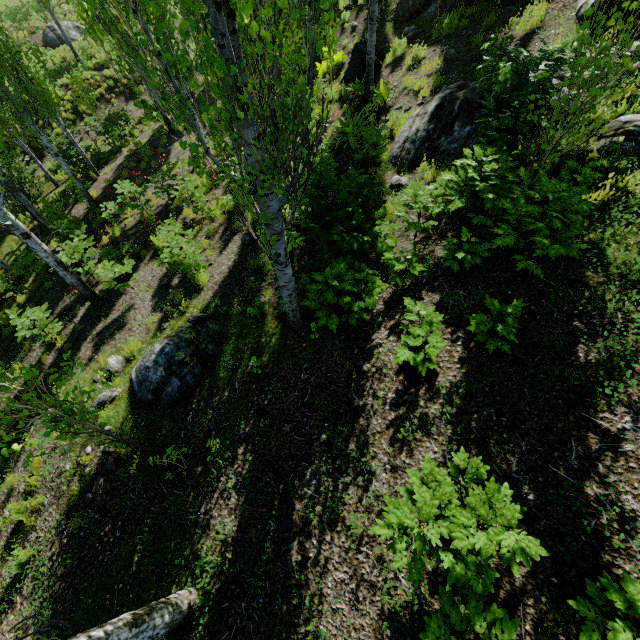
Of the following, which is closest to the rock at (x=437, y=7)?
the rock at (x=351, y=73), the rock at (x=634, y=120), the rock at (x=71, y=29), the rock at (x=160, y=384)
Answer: the rock at (x=351, y=73)

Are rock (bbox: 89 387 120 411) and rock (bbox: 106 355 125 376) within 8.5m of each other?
yes

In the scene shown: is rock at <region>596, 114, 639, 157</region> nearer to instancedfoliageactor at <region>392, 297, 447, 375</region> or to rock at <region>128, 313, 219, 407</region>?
instancedfoliageactor at <region>392, 297, 447, 375</region>

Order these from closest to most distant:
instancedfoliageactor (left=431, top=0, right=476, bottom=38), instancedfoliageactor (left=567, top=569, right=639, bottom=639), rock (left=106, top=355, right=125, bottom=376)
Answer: instancedfoliageactor (left=567, top=569, right=639, bottom=639), rock (left=106, top=355, right=125, bottom=376), instancedfoliageactor (left=431, top=0, right=476, bottom=38)

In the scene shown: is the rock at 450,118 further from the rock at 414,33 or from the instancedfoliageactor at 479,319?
the rock at 414,33

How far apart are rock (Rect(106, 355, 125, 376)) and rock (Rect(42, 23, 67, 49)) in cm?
2839

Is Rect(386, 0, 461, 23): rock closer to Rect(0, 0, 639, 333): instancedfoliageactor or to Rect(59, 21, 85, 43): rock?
Rect(0, 0, 639, 333): instancedfoliageactor

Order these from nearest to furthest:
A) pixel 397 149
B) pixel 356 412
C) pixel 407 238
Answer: pixel 356 412 → pixel 407 238 → pixel 397 149
